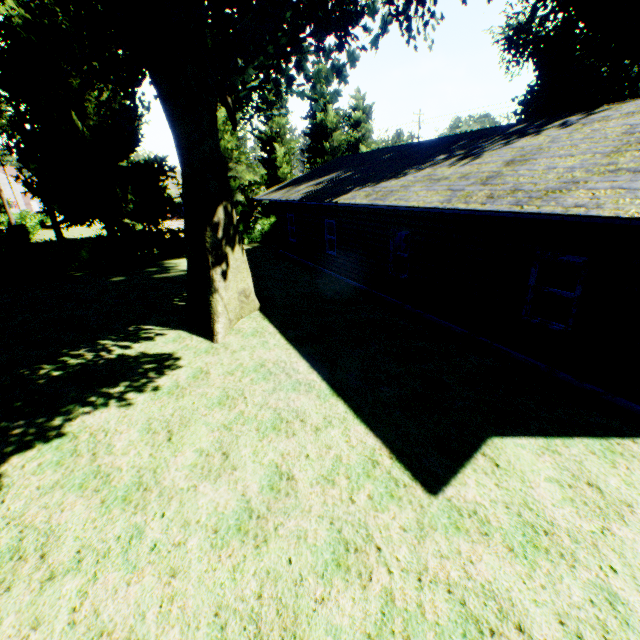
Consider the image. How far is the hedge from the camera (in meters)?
25.20

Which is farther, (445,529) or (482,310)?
(482,310)

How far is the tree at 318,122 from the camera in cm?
2839

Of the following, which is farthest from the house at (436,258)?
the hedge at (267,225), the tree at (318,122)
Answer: the hedge at (267,225)

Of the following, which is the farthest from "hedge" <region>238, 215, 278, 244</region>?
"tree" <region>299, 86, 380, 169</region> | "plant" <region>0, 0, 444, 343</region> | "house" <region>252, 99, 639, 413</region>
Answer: "house" <region>252, 99, 639, 413</region>

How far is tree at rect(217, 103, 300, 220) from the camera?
23.5 meters

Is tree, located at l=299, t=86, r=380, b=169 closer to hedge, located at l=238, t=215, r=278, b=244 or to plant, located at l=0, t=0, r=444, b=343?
hedge, located at l=238, t=215, r=278, b=244
